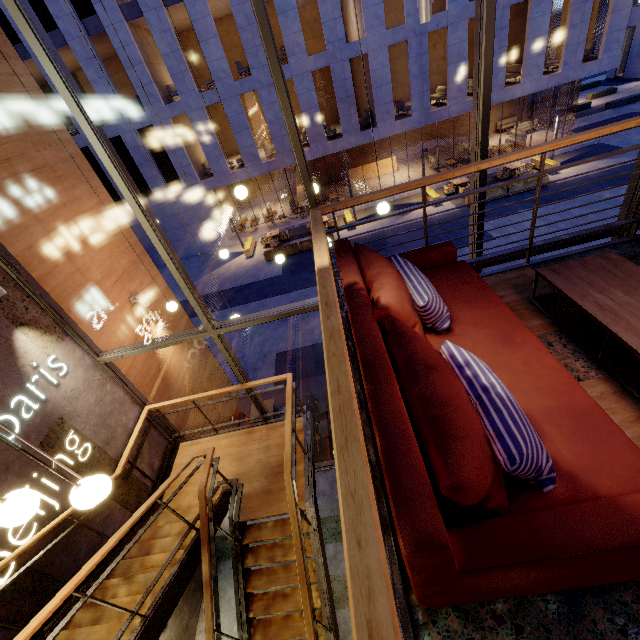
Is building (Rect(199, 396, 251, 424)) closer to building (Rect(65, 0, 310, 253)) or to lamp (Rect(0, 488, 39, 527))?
lamp (Rect(0, 488, 39, 527))

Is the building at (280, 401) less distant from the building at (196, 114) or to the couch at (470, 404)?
the couch at (470, 404)

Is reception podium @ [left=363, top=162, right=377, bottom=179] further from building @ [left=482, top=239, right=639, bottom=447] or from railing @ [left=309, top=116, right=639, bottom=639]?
railing @ [left=309, top=116, right=639, bottom=639]

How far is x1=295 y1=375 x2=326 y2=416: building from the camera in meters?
9.3

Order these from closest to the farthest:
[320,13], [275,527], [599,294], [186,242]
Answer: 1. [599,294]
2. [275,527]
3. [320,13]
4. [186,242]

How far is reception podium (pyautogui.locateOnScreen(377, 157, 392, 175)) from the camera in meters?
24.1 m

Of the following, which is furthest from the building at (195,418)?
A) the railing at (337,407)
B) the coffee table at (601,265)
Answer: the coffee table at (601,265)

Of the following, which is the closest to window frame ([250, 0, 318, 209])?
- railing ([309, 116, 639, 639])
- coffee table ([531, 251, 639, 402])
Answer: railing ([309, 116, 639, 639])
